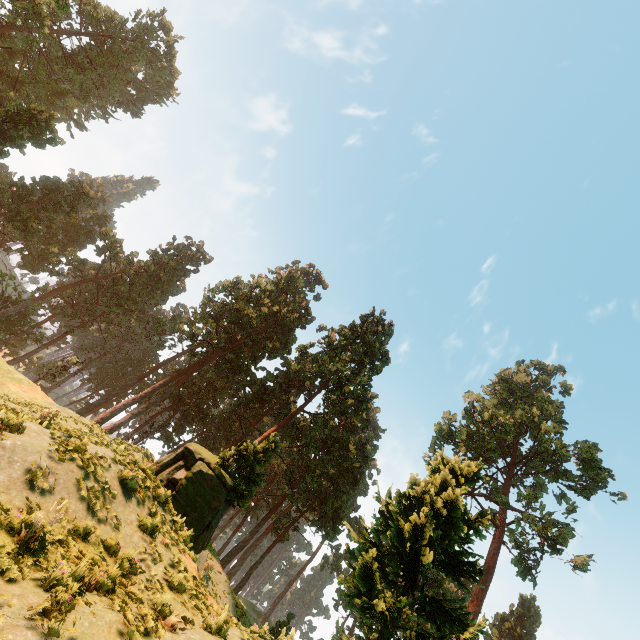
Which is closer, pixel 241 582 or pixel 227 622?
pixel 227 622

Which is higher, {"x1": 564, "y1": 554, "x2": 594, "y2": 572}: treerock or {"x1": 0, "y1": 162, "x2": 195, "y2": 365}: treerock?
{"x1": 564, "y1": 554, "x2": 594, "y2": 572}: treerock

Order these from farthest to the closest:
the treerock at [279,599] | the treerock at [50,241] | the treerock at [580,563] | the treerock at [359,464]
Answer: the treerock at [279,599] < the treerock at [50,241] < the treerock at [580,563] < the treerock at [359,464]

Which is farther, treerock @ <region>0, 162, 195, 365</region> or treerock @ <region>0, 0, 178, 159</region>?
Result: treerock @ <region>0, 162, 195, 365</region>

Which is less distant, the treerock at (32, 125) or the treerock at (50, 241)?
the treerock at (32, 125)
